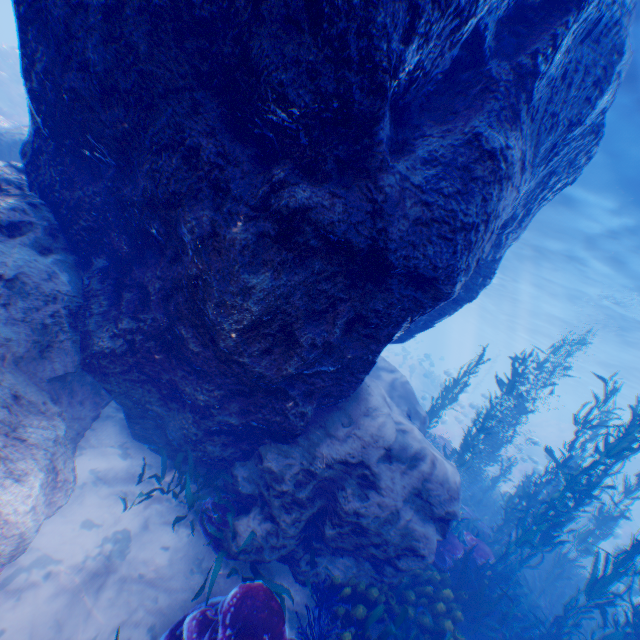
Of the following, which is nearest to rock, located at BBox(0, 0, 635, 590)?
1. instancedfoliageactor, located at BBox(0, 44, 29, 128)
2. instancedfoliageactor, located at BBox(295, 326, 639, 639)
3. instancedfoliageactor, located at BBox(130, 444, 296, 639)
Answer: instancedfoliageactor, located at BBox(295, 326, 639, 639)

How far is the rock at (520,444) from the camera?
27.8 meters

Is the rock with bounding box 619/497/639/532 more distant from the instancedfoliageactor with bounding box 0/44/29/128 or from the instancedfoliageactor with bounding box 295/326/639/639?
the instancedfoliageactor with bounding box 0/44/29/128

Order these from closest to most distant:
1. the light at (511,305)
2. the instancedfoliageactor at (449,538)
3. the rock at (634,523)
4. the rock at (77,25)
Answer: the rock at (77,25) → the instancedfoliageactor at (449,538) → the light at (511,305) → the rock at (634,523)

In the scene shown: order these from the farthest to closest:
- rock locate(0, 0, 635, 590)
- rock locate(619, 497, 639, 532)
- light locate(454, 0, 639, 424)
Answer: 1. rock locate(619, 497, 639, 532)
2. light locate(454, 0, 639, 424)
3. rock locate(0, 0, 635, 590)

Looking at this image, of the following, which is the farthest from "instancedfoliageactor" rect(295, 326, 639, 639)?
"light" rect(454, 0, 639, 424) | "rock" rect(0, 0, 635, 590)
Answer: "light" rect(454, 0, 639, 424)

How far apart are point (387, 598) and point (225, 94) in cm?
786

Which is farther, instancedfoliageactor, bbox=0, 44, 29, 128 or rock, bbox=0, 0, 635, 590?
instancedfoliageactor, bbox=0, 44, 29, 128
